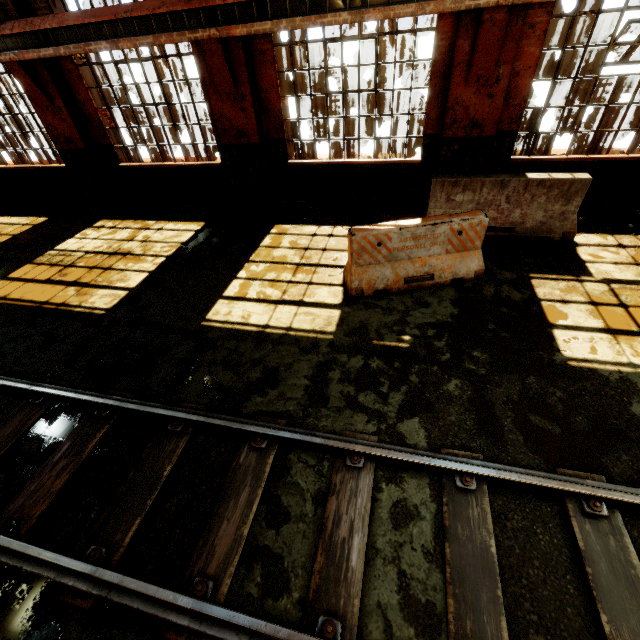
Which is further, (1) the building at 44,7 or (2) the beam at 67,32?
(1) the building at 44,7

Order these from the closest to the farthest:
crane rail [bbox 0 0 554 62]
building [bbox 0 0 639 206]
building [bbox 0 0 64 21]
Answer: crane rail [bbox 0 0 554 62] < building [bbox 0 0 639 206] < building [bbox 0 0 64 21]

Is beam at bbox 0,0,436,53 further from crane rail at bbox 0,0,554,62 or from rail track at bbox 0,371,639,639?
rail track at bbox 0,371,639,639

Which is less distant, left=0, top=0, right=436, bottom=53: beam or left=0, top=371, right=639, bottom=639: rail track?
left=0, top=371, right=639, bottom=639: rail track

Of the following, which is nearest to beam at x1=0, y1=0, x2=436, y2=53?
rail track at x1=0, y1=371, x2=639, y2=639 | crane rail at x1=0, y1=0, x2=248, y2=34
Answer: crane rail at x1=0, y1=0, x2=248, y2=34

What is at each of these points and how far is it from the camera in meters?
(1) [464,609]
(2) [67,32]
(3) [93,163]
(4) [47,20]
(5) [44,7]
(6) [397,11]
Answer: (1) rail track, 2.3 m
(2) beam, 6.6 m
(3) building, 8.8 m
(4) crane rail, 6.6 m
(5) building, 7.0 m
(6) crane rail, 5.3 m

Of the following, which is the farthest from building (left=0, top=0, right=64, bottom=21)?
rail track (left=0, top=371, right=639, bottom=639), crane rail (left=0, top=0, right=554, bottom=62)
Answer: rail track (left=0, top=371, right=639, bottom=639)

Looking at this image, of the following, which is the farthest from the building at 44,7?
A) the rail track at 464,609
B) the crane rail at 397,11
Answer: the rail track at 464,609
